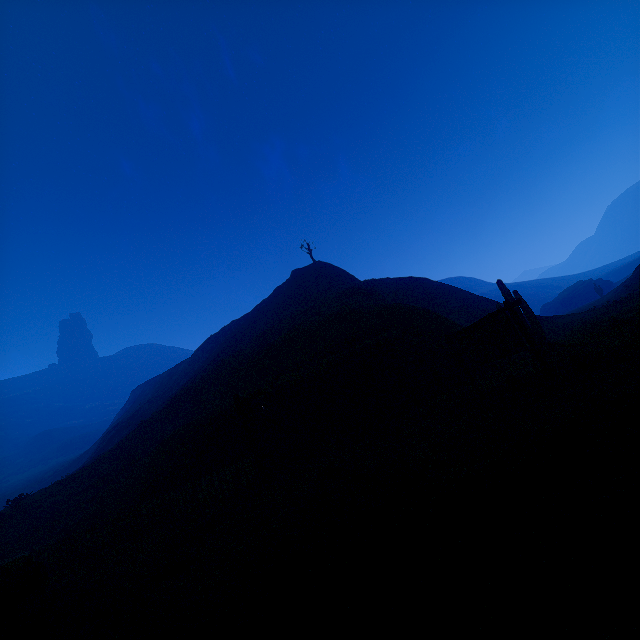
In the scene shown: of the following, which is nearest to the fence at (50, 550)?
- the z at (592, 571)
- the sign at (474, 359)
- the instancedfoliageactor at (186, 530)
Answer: the z at (592, 571)

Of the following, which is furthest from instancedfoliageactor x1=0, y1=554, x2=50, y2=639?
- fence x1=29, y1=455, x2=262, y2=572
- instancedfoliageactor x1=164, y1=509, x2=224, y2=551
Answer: fence x1=29, y1=455, x2=262, y2=572

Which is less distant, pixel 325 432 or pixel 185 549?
pixel 185 549

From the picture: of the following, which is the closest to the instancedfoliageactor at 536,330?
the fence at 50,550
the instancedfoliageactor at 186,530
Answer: the fence at 50,550

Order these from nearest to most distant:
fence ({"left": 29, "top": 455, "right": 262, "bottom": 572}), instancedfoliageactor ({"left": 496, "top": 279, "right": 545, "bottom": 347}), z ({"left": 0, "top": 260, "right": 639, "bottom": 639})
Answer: z ({"left": 0, "top": 260, "right": 639, "bottom": 639})
fence ({"left": 29, "top": 455, "right": 262, "bottom": 572})
instancedfoliageactor ({"left": 496, "top": 279, "right": 545, "bottom": 347})

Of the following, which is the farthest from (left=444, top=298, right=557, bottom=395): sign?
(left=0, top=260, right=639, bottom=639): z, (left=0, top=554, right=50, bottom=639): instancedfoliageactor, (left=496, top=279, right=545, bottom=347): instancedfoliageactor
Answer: (left=0, top=554, right=50, bottom=639): instancedfoliageactor

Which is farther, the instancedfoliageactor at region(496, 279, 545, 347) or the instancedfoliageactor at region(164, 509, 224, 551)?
the instancedfoliageactor at region(496, 279, 545, 347)

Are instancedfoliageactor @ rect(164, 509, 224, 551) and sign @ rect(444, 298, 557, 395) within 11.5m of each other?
yes
